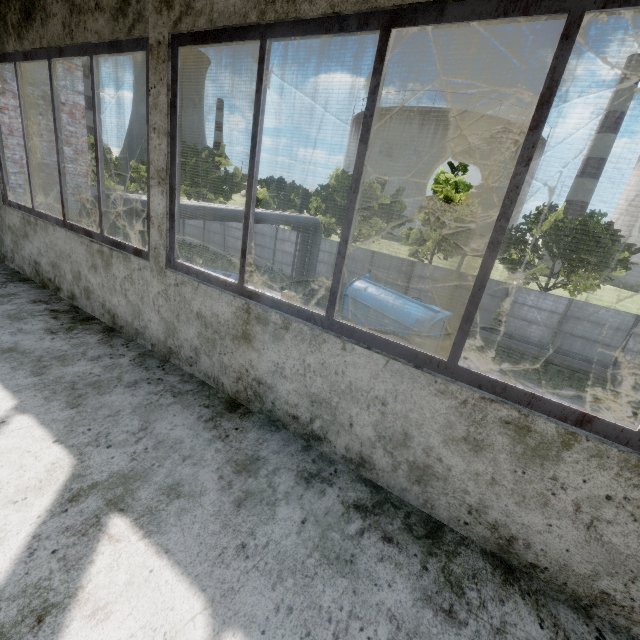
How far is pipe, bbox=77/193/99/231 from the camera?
9.0m

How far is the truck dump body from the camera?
13.45m

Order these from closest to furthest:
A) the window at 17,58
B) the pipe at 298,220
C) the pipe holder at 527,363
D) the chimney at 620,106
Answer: the window at 17,58 < the pipe at 298,220 < the pipe holder at 527,363 < the chimney at 620,106

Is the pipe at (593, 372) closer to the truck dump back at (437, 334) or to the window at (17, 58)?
the window at (17, 58)

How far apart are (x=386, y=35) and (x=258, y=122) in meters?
0.8

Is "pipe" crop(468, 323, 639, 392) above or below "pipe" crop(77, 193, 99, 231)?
below

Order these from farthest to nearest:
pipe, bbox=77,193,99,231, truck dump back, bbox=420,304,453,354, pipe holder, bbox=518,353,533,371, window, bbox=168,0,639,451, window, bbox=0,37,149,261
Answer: pipe holder, bbox=518,353,533,371, truck dump back, bbox=420,304,453,354, pipe, bbox=77,193,99,231, window, bbox=0,37,149,261, window, bbox=168,0,639,451

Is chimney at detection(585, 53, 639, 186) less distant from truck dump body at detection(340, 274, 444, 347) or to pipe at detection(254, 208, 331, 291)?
pipe at detection(254, 208, 331, 291)
